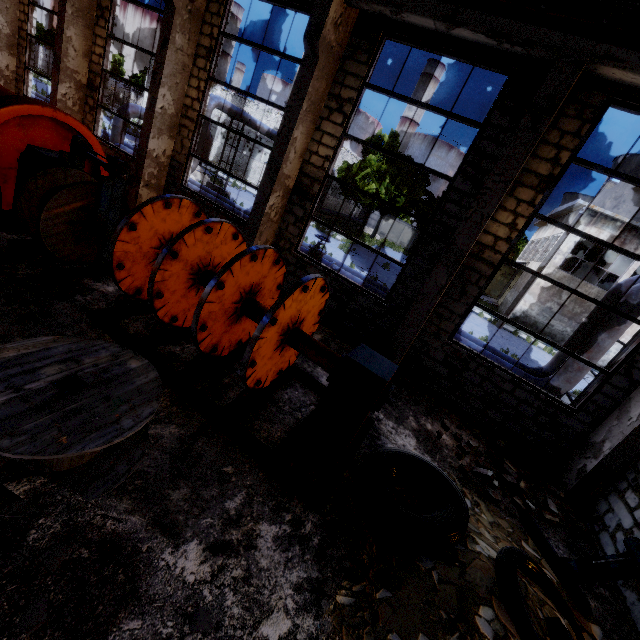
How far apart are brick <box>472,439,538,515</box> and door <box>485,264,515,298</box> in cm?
3581

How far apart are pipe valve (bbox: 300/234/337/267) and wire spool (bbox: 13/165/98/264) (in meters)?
6.34

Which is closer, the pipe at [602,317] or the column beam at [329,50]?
the column beam at [329,50]

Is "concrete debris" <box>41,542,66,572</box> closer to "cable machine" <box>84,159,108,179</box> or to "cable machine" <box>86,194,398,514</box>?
"cable machine" <box>86,194,398,514</box>

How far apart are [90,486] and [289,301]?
2.7 meters

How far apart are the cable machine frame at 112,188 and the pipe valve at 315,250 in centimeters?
627cm

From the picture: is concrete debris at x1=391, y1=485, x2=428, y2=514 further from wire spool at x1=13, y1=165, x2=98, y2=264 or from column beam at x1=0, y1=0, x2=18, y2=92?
column beam at x1=0, y1=0, x2=18, y2=92

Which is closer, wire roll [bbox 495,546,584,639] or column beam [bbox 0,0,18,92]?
wire roll [bbox 495,546,584,639]
